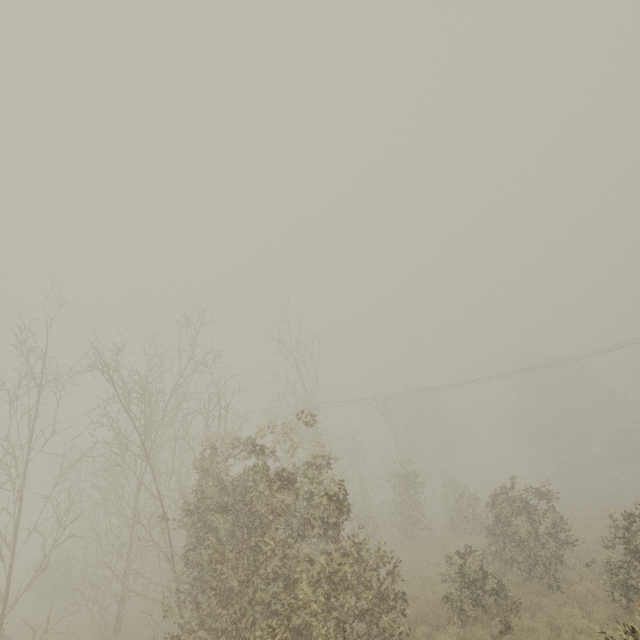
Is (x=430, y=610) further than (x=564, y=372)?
No
